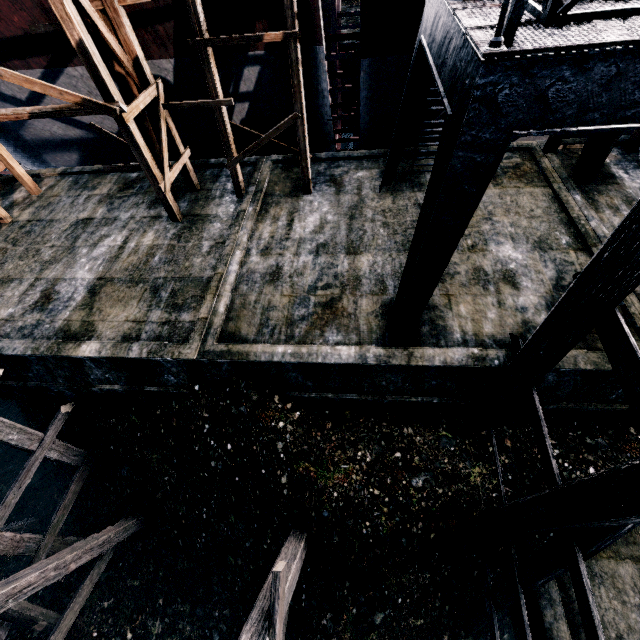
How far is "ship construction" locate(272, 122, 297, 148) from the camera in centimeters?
1474cm

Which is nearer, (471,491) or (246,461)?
(471,491)

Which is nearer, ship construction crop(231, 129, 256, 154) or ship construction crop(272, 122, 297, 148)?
ship construction crop(272, 122, 297, 148)

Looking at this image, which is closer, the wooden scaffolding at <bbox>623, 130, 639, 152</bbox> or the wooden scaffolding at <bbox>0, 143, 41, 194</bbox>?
the wooden scaffolding at <bbox>623, 130, 639, 152</bbox>

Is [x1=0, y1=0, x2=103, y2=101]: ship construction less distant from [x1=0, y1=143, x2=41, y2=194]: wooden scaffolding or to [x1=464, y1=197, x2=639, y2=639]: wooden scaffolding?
[x1=0, y1=143, x2=41, y2=194]: wooden scaffolding

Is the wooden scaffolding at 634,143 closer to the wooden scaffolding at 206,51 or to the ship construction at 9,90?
the ship construction at 9,90

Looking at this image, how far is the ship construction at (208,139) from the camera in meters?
14.2
